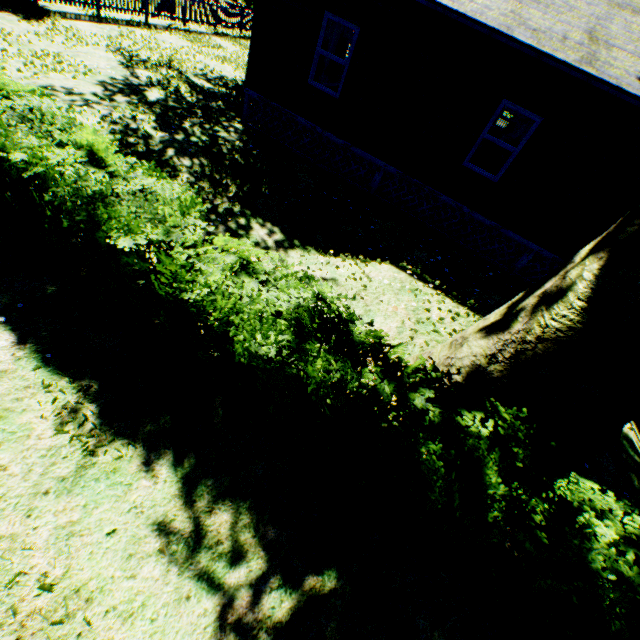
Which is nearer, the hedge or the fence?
the hedge

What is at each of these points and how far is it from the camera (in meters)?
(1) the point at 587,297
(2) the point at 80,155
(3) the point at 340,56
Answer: (1) plant, 3.18
(2) hedge, 3.92
(3) house, 14.00

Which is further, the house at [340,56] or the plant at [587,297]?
the house at [340,56]

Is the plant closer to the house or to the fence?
the fence

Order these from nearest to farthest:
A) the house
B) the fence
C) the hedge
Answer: the hedge < the house < the fence

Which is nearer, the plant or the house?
the plant

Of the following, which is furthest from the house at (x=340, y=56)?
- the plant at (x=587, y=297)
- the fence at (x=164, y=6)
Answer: the fence at (x=164, y=6)

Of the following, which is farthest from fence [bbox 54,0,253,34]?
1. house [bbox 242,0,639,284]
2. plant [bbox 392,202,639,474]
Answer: house [bbox 242,0,639,284]
